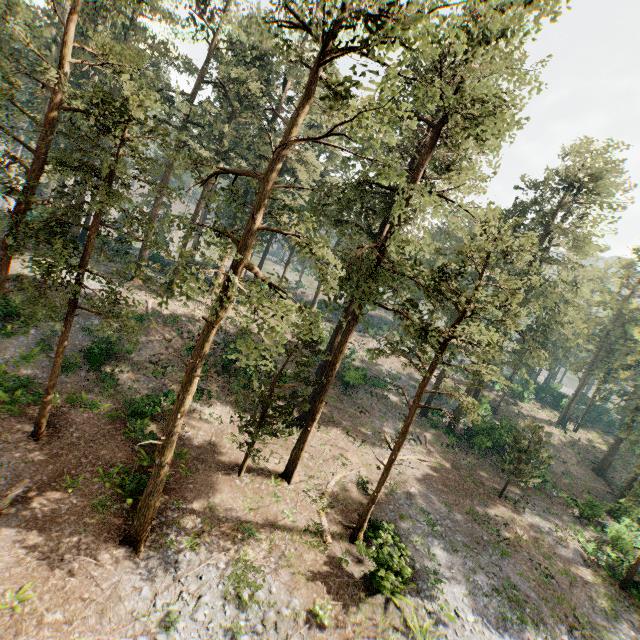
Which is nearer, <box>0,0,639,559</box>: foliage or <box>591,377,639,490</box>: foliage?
<box>0,0,639,559</box>: foliage

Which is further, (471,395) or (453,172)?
(471,395)

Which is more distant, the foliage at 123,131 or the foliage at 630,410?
the foliage at 630,410
